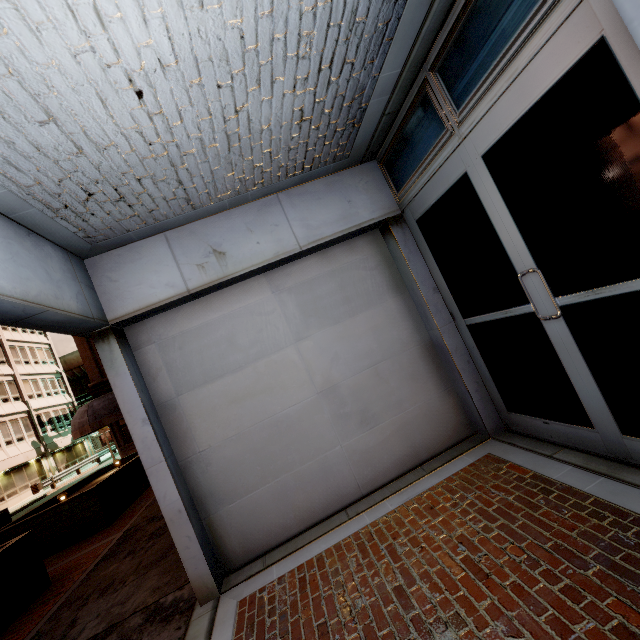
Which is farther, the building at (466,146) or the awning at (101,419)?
the awning at (101,419)

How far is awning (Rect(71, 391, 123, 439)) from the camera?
14.9 meters

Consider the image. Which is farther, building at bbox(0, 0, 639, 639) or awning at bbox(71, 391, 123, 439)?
awning at bbox(71, 391, 123, 439)

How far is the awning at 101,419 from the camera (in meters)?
14.91

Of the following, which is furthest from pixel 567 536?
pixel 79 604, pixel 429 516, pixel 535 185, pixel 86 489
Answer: pixel 86 489
